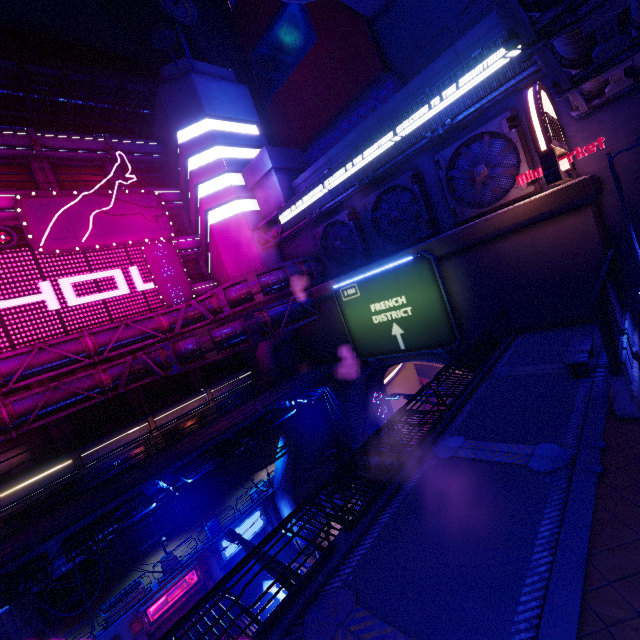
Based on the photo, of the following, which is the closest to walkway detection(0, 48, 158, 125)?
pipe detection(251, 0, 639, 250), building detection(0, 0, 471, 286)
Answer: building detection(0, 0, 471, 286)

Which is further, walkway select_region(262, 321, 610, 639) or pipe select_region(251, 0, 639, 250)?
pipe select_region(251, 0, 639, 250)

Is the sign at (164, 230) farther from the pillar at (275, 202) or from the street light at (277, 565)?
the street light at (277, 565)

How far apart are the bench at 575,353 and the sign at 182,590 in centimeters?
2369cm

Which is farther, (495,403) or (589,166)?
(589,166)

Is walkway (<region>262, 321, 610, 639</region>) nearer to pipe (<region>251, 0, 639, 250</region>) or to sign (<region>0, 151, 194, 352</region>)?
pipe (<region>251, 0, 639, 250</region>)

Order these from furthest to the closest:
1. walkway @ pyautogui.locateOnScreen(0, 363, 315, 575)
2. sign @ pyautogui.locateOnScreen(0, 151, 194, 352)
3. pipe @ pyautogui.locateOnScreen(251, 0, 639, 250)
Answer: sign @ pyautogui.locateOnScreen(0, 151, 194, 352) < walkway @ pyautogui.locateOnScreen(0, 363, 315, 575) < pipe @ pyautogui.locateOnScreen(251, 0, 639, 250)

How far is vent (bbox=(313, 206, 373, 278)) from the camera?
23.3 meters
